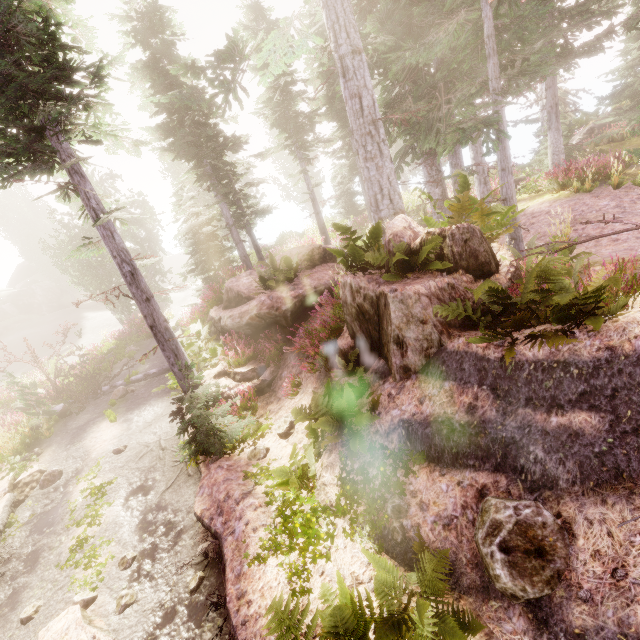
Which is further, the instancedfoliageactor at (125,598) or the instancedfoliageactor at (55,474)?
the instancedfoliageactor at (55,474)

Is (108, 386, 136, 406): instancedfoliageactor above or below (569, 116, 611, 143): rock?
below

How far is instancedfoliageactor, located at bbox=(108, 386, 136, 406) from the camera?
14.1 meters

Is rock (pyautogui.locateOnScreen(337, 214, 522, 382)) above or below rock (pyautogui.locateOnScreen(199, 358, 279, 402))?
above

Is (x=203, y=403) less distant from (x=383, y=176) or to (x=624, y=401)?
(x=624, y=401)

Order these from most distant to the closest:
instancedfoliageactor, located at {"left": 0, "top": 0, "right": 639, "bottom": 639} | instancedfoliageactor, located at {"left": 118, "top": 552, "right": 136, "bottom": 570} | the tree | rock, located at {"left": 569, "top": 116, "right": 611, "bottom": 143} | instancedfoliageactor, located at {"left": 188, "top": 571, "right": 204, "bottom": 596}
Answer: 1. rock, located at {"left": 569, "top": 116, "right": 611, "bottom": 143}
2. the tree
3. instancedfoliageactor, located at {"left": 118, "top": 552, "right": 136, "bottom": 570}
4. instancedfoliageactor, located at {"left": 188, "top": 571, "right": 204, "bottom": 596}
5. instancedfoliageactor, located at {"left": 0, "top": 0, "right": 639, "bottom": 639}

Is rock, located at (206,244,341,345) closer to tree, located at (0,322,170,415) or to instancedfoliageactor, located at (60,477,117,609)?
instancedfoliageactor, located at (60,477,117,609)

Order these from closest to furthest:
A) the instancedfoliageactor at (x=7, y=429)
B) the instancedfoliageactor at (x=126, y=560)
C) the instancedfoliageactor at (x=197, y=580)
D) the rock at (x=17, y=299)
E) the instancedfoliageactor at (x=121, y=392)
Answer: the instancedfoliageactor at (x=197, y=580) → the instancedfoliageactor at (x=126, y=560) → the instancedfoliageactor at (x=7, y=429) → the instancedfoliageactor at (x=121, y=392) → the rock at (x=17, y=299)
